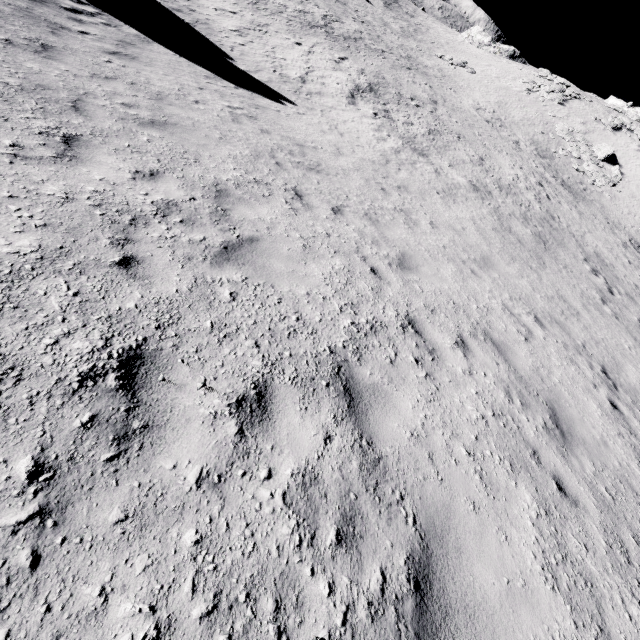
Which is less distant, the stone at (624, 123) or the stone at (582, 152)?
the stone at (582, 152)

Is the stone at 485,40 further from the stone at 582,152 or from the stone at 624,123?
the stone at 582,152

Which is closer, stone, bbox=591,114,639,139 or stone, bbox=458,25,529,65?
stone, bbox=591,114,639,139

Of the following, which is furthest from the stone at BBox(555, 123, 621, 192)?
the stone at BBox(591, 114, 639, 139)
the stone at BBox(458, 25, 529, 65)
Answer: the stone at BBox(458, 25, 529, 65)

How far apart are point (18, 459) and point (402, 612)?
2.72m

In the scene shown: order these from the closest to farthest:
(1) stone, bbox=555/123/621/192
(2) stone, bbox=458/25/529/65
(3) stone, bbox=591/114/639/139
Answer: (1) stone, bbox=555/123/621/192, (3) stone, bbox=591/114/639/139, (2) stone, bbox=458/25/529/65

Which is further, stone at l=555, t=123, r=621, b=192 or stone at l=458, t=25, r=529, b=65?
stone at l=458, t=25, r=529, b=65
